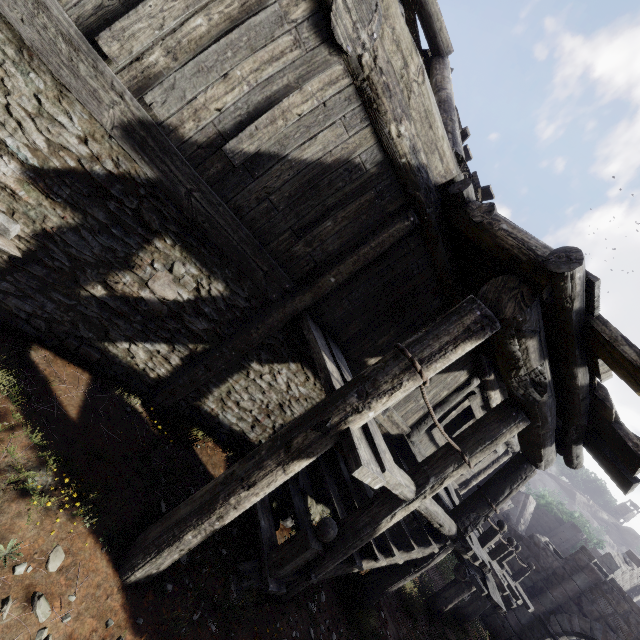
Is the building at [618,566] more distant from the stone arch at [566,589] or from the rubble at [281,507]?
the rubble at [281,507]

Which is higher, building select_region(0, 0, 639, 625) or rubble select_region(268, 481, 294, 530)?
building select_region(0, 0, 639, 625)

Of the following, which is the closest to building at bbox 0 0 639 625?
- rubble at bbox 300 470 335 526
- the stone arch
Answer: the stone arch

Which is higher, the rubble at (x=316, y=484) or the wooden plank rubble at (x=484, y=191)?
the wooden plank rubble at (x=484, y=191)

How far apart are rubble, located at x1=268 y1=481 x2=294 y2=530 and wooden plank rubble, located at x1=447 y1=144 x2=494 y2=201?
4.96m

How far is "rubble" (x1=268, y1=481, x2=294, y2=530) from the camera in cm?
541

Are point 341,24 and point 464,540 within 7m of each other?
no

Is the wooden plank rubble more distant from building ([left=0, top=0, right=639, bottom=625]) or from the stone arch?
the stone arch
